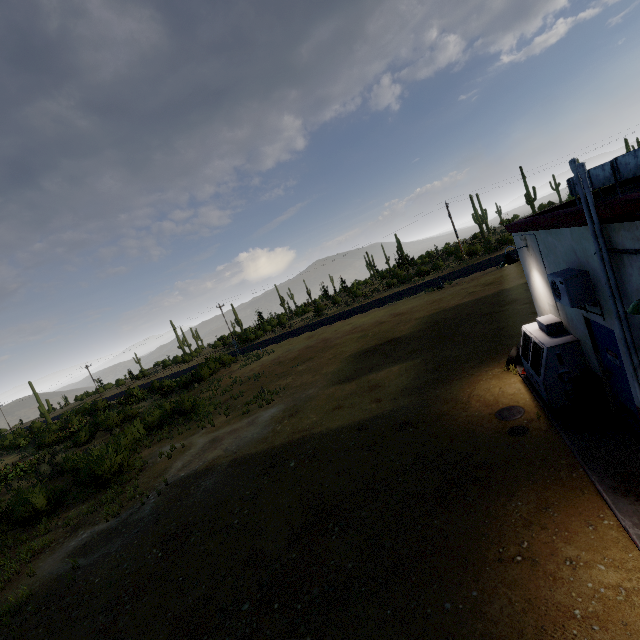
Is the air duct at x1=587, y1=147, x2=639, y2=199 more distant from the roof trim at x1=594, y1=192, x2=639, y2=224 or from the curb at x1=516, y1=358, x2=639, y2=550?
the curb at x1=516, y1=358, x2=639, y2=550

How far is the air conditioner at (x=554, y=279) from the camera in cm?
538

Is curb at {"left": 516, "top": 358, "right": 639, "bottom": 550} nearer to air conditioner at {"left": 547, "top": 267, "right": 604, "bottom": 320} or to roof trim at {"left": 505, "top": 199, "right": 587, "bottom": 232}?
air conditioner at {"left": 547, "top": 267, "right": 604, "bottom": 320}

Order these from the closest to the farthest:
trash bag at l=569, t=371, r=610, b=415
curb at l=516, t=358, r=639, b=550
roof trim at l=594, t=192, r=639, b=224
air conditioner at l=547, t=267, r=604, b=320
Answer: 1. roof trim at l=594, t=192, r=639, b=224
2. curb at l=516, t=358, r=639, b=550
3. air conditioner at l=547, t=267, r=604, b=320
4. trash bag at l=569, t=371, r=610, b=415

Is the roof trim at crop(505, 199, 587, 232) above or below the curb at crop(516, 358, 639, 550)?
above

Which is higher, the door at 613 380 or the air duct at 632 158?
the air duct at 632 158

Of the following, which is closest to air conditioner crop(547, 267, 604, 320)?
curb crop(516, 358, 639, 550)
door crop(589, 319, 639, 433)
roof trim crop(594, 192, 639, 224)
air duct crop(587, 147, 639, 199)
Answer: door crop(589, 319, 639, 433)

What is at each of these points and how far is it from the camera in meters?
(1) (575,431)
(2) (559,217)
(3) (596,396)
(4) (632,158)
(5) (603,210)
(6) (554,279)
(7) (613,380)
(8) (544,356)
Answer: (1) curb, 6.5
(2) roof trim, 5.6
(3) trash bag, 6.6
(4) air duct, 5.1
(5) roof trim, 4.2
(6) air conditioner, 5.8
(7) door, 6.1
(8) fridge, 7.3
